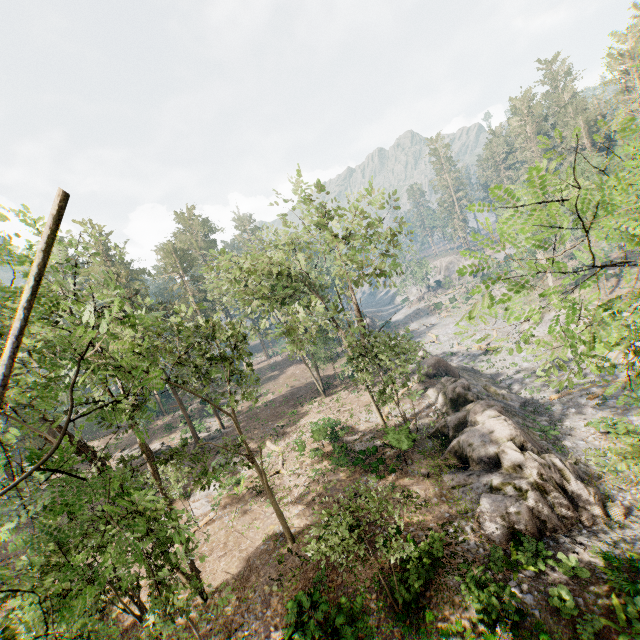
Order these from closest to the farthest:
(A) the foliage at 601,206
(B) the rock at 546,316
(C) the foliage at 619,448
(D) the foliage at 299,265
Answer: (A) the foliage at 601,206 < (D) the foliage at 299,265 < (C) the foliage at 619,448 < (B) the rock at 546,316

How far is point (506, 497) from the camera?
15.9 meters

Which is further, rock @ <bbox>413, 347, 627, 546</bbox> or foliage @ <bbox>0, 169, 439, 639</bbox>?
rock @ <bbox>413, 347, 627, 546</bbox>

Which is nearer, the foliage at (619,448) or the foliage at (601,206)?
the foliage at (601,206)

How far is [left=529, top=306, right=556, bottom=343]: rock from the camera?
38.7 meters

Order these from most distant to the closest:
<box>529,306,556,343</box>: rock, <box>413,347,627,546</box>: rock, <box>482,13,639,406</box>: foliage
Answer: <box>529,306,556,343</box>: rock → <box>413,347,627,546</box>: rock → <box>482,13,639,406</box>: foliage
